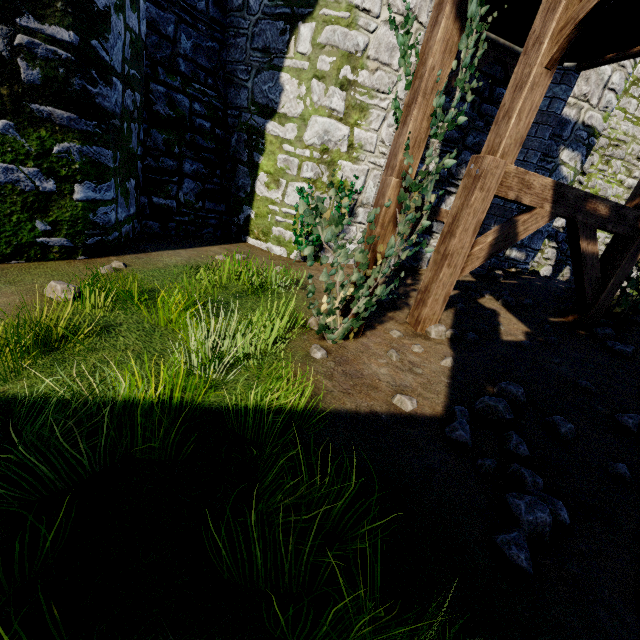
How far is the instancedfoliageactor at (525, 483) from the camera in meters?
2.0

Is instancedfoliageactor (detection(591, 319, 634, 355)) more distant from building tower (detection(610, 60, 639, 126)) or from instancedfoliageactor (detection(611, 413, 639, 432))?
building tower (detection(610, 60, 639, 126))

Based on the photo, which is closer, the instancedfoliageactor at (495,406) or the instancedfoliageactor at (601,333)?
the instancedfoliageactor at (495,406)

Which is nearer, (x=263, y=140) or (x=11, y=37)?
(x=11, y=37)

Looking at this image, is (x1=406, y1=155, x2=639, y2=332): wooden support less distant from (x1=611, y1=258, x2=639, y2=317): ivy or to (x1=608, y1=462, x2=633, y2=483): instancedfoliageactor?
(x1=611, y1=258, x2=639, y2=317): ivy

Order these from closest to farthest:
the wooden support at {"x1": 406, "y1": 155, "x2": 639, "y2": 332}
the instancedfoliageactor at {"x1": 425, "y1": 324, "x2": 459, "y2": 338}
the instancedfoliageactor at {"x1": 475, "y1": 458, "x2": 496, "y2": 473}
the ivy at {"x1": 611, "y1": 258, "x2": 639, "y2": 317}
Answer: the instancedfoliageactor at {"x1": 475, "y1": 458, "x2": 496, "y2": 473}
the wooden support at {"x1": 406, "y1": 155, "x2": 639, "y2": 332}
the instancedfoliageactor at {"x1": 425, "y1": 324, "x2": 459, "y2": 338}
the ivy at {"x1": 611, "y1": 258, "x2": 639, "y2": 317}

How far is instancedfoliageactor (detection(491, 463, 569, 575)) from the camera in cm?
202

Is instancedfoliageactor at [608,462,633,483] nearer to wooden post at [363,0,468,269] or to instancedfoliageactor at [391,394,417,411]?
instancedfoliageactor at [391,394,417,411]
